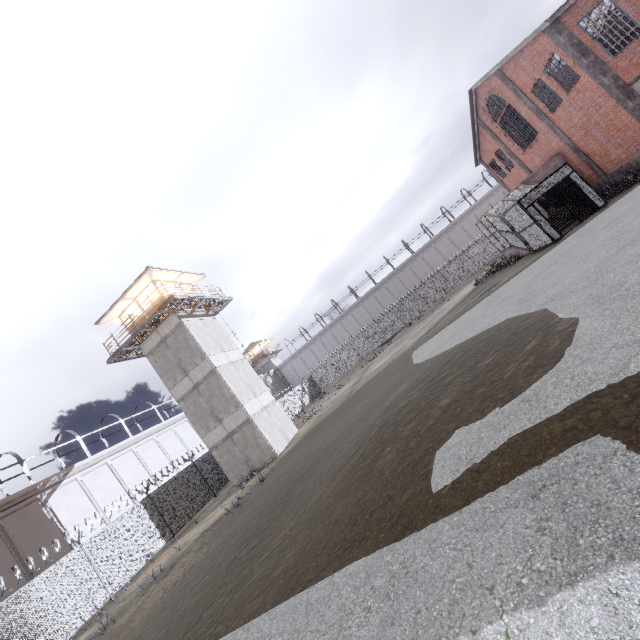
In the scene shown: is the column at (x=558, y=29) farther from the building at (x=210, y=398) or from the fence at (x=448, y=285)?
the fence at (x=448, y=285)

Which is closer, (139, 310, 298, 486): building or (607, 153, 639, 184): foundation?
(607, 153, 639, 184): foundation

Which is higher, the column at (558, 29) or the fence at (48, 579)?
the column at (558, 29)

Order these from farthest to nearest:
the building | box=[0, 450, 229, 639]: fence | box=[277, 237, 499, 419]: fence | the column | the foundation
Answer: box=[277, 237, 499, 419]: fence
the building
the foundation
the column
box=[0, 450, 229, 639]: fence

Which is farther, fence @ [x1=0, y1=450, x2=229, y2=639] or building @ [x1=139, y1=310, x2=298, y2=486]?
building @ [x1=139, y1=310, x2=298, y2=486]

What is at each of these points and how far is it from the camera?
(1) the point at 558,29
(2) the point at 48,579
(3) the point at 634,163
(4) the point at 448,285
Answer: (1) column, 16.06m
(2) fence, 13.34m
(3) foundation, 17.61m
(4) fence, 43.34m

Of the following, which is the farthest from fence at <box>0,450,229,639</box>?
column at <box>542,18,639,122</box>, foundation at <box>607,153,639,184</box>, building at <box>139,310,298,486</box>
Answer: column at <box>542,18,639,122</box>

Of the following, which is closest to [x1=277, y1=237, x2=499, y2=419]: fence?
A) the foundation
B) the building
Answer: the building
